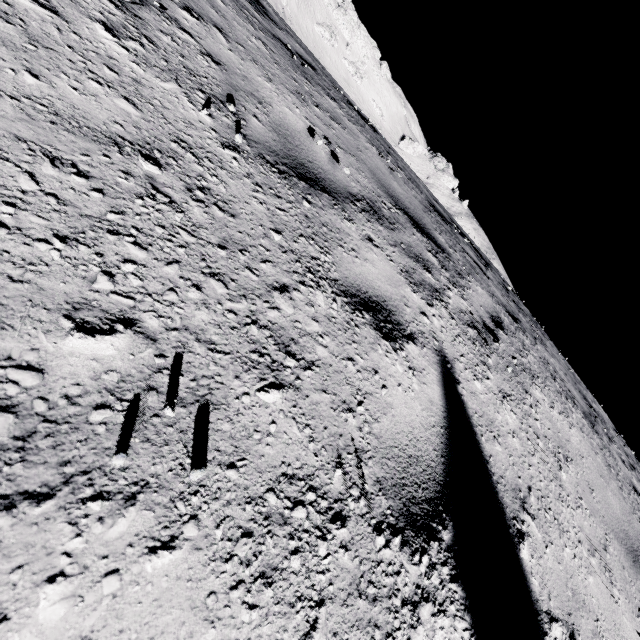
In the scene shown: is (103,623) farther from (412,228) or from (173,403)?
(412,228)
